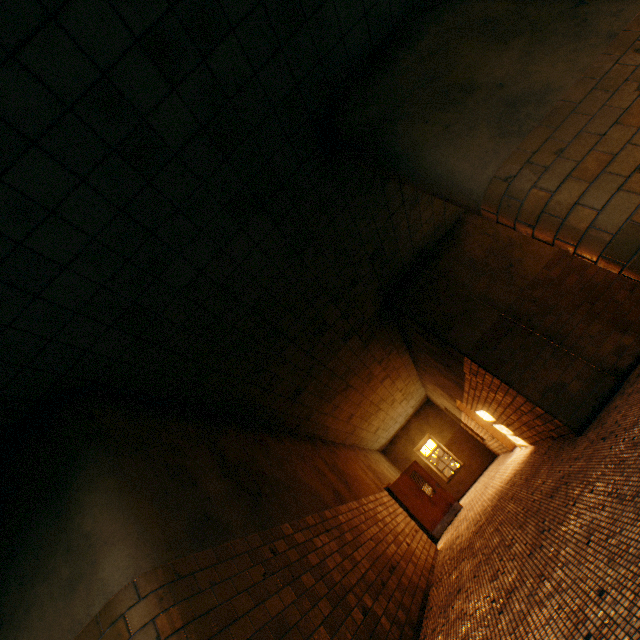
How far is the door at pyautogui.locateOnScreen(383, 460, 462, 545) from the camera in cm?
1077

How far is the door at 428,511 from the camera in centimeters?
1077cm

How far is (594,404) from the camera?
5.0m
